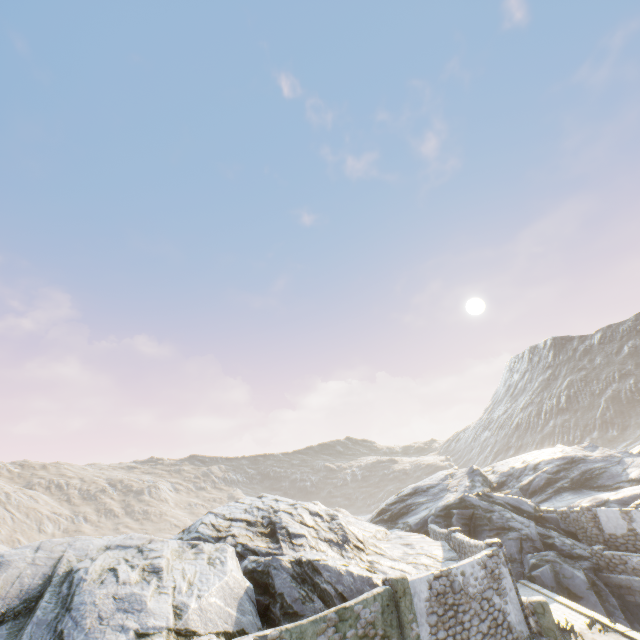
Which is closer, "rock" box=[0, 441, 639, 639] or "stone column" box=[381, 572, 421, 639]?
"rock" box=[0, 441, 639, 639]

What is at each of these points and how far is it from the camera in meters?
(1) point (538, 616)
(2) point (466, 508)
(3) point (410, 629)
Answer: (1) stone column, 12.4 m
(2) rock, 23.3 m
(3) stone column, 10.0 m

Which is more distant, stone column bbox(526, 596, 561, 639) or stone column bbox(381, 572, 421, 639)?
stone column bbox(526, 596, 561, 639)

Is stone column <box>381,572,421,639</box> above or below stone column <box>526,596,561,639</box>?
above

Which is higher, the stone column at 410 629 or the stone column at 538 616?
the stone column at 410 629

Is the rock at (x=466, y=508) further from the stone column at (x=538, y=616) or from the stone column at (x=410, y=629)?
the stone column at (x=538, y=616)

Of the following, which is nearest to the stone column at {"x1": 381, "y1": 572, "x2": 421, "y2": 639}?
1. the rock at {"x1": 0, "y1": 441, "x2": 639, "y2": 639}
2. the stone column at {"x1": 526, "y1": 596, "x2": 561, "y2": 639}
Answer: the rock at {"x1": 0, "y1": 441, "x2": 639, "y2": 639}

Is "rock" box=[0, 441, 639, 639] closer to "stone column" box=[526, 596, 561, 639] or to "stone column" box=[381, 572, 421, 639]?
"stone column" box=[381, 572, 421, 639]
